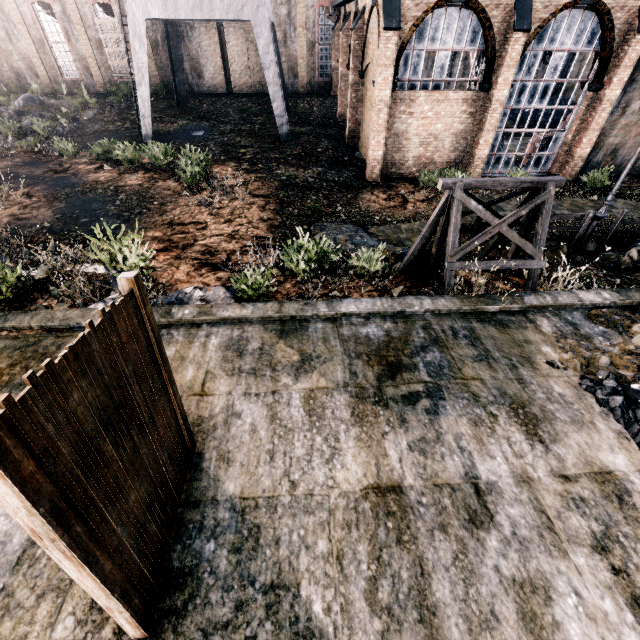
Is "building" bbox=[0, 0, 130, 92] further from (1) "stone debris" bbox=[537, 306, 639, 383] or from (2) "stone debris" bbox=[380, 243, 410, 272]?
(1) "stone debris" bbox=[537, 306, 639, 383]

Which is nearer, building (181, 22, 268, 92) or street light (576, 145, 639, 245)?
street light (576, 145, 639, 245)

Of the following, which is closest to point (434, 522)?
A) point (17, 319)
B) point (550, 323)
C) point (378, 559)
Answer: point (378, 559)

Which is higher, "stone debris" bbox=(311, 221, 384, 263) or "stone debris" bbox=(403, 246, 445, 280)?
"stone debris" bbox=(403, 246, 445, 280)

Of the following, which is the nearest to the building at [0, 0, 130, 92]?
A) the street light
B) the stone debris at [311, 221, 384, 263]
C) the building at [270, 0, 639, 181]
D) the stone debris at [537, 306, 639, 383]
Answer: the building at [270, 0, 639, 181]

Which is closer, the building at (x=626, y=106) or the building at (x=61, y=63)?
the building at (x=626, y=106)

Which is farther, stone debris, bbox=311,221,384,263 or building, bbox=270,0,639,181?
building, bbox=270,0,639,181

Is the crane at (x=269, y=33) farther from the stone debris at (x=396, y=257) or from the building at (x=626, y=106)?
the stone debris at (x=396, y=257)
